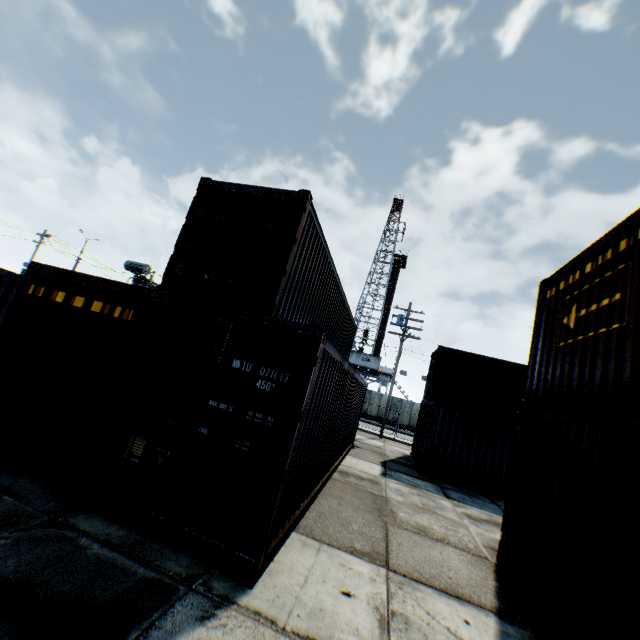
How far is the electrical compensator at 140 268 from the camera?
23.6 meters

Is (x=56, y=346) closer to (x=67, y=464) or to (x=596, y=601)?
(x=67, y=464)

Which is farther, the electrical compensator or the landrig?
the landrig

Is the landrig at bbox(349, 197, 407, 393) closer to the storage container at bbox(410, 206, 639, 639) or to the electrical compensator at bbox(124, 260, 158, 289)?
the electrical compensator at bbox(124, 260, 158, 289)

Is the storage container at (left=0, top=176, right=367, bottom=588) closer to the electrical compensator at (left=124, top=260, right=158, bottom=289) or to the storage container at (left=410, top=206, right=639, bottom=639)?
the storage container at (left=410, top=206, right=639, bottom=639)

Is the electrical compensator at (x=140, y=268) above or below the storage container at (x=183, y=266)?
above

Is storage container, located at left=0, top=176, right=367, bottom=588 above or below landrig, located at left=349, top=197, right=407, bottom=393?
below

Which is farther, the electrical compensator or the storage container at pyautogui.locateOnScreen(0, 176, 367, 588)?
the electrical compensator
